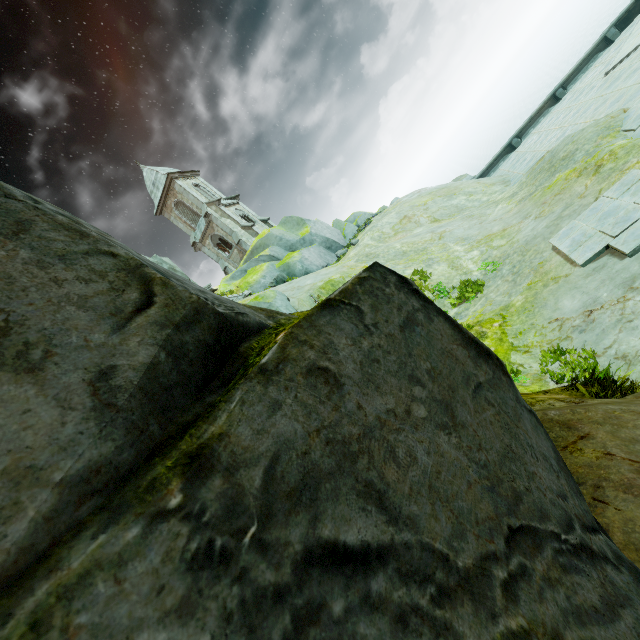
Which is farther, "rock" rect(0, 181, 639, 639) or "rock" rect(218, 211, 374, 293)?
"rock" rect(218, 211, 374, 293)

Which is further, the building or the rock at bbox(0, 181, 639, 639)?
the building

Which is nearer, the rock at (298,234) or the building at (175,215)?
the rock at (298,234)

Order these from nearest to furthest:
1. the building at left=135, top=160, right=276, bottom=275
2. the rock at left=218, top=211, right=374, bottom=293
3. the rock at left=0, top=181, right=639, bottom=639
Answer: the rock at left=0, top=181, right=639, bottom=639 < the rock at left=218, top=211, right=374, bottom=293 < the building at left=135, top=160, right=276, bottom=275

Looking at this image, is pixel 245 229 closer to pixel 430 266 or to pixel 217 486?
pixel 430 266

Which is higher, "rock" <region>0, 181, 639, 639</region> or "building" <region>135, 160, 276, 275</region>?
"building" <region>135, 160, 276, 275</region>

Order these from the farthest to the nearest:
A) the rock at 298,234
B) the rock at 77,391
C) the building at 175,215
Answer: the building at 175,215 < the rock at 298,234 < the rock at 77,391

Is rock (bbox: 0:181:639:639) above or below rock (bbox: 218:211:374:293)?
below
